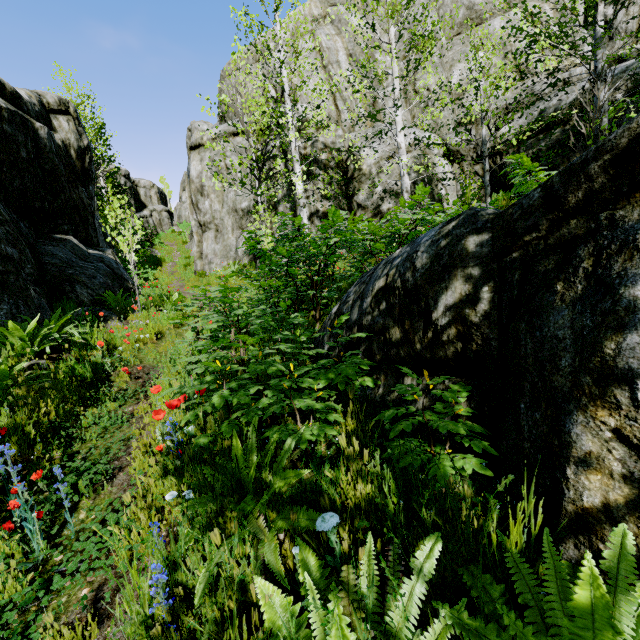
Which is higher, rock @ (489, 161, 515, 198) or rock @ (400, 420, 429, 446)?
rock @ (489, 161, 515, 198)

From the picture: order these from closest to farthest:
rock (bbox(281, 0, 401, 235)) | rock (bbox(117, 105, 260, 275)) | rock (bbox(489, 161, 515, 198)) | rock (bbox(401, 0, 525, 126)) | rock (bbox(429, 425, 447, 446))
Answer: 1. rock (bbox(429, 425, 447, 446))
2. rock (bbox(489, 161, 515, 198))
3. rock (bbox(281, 0, 401, 235))
4. rock (bbox(401, 0, 525, 126))
5. rock (bbox(117, 105, 260, 275))

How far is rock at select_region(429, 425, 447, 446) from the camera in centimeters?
190cm

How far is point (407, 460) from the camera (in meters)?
1.56

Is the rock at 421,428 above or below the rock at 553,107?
below

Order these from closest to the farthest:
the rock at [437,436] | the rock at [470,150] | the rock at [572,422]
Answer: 1. the rock at [572,422]
2. the rock at [437,436]
3. the rock at [470,150]
